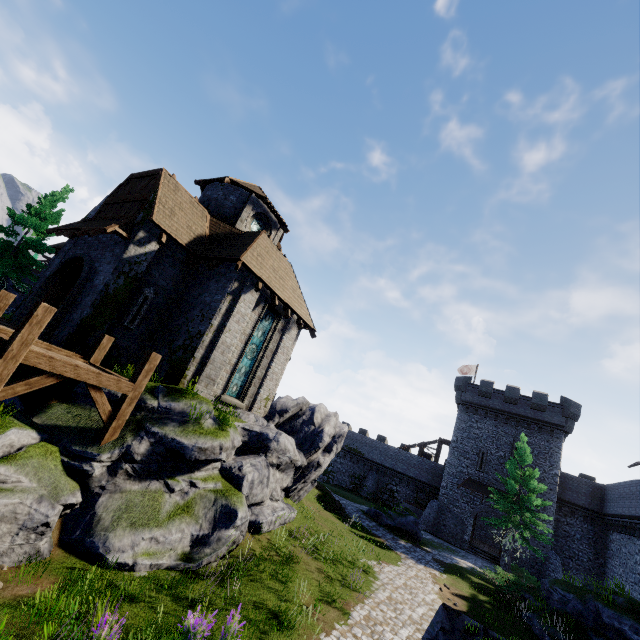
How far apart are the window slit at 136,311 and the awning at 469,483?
33.97m

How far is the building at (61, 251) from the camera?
14.86m

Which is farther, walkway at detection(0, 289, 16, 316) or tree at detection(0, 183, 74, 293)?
tree at detection(0, 183, 74, 293)

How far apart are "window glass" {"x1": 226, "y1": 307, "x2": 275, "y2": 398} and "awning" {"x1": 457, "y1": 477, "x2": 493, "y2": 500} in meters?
28.7 m

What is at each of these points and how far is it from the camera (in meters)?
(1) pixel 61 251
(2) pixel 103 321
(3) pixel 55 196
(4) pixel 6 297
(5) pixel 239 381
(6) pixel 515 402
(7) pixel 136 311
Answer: (1) building, 15.92
(2) building, 12.41
(3) tree, 22.25
(4) walkway, 8.95
(5) window glass, 15.33
(6) building, 34.41
(7) window slit, 13.54

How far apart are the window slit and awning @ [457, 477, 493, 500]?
34.0m

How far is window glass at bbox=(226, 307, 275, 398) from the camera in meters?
15.1 m

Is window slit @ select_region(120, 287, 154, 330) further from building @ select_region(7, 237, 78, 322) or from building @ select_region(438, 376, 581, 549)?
building @ select_region(438, 376, 581, 549)
